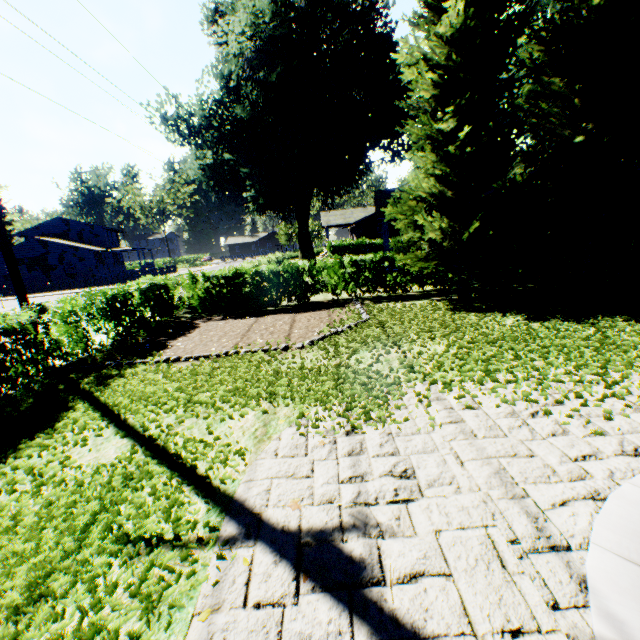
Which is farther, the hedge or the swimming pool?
the hedge

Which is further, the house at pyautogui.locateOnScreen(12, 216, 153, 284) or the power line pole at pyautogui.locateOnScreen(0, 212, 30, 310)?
the house at pyautogui.locateOnScreen(12, 216, 153, 284)

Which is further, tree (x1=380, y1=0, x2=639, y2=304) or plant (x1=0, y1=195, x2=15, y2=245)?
plant (x1=0, y1=195, x2=15, y2=245)

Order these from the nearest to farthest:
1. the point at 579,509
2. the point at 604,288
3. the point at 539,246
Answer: the point at 579,509 < the point at 539,246 < the point at 604,288

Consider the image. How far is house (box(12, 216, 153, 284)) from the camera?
40.2 meters

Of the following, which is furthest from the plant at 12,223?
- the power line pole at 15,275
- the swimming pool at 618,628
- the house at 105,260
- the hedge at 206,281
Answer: the power line pole at 15,275

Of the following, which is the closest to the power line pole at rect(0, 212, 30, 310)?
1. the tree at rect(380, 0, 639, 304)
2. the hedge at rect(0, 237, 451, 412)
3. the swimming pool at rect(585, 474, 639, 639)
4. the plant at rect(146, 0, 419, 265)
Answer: the hedge at rect(0, 237, 451, 412)

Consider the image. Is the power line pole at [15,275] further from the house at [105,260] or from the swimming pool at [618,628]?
the house at [105,260]
